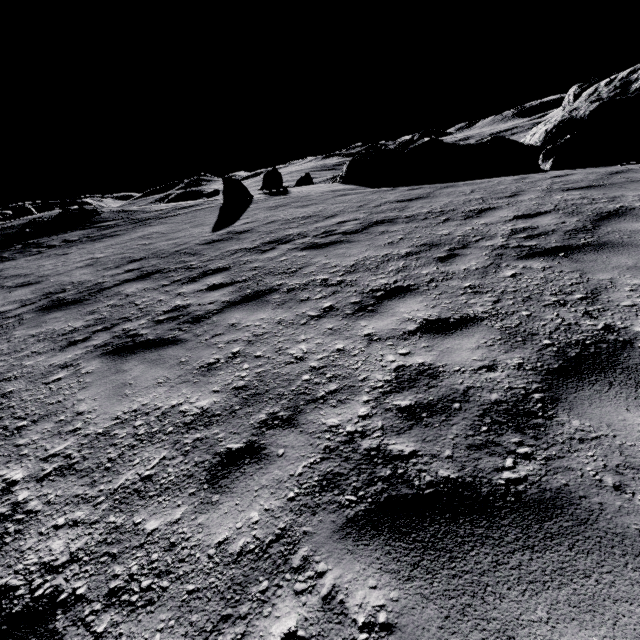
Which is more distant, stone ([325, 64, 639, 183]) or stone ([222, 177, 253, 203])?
stone ([222, 177, 253, 203])

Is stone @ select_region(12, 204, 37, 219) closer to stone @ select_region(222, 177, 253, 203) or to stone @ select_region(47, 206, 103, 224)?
stone @ select_region(47, 206, 103, 224)

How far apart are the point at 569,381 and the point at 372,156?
18.29m

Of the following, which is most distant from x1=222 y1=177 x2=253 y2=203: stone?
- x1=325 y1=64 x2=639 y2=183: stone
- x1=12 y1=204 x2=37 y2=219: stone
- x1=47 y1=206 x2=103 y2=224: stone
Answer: x1=12 y1=204 x2=37 y2=219: stone

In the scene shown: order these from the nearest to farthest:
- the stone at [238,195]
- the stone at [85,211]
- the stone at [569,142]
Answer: the stone at [569,142]
the stone at [238,195]
the stone at [85,211]

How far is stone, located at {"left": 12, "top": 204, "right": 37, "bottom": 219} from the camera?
48.6m

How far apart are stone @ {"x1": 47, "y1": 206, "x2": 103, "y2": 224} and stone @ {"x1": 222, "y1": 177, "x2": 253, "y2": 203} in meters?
11.2

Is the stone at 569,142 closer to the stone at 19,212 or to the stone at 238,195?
the stone at 238,195
